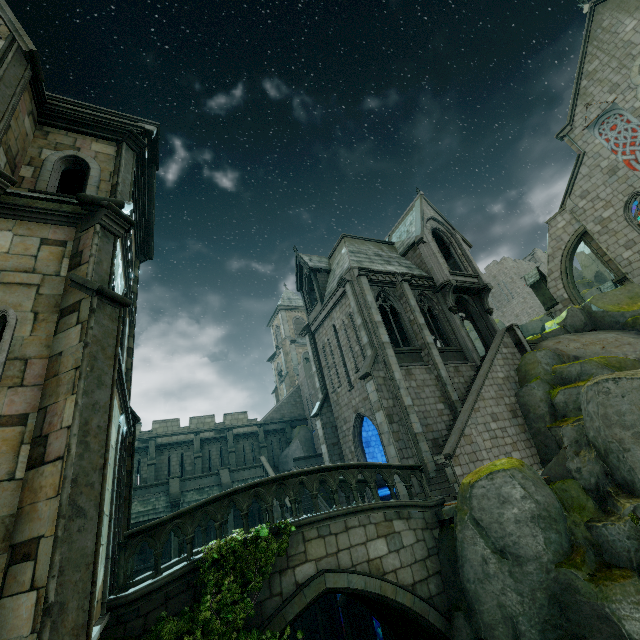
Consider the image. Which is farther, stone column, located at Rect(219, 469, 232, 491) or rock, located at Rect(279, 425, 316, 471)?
rock, located at Rect(279, 425, 316, 471)

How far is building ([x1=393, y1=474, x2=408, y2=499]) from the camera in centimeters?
1366cm

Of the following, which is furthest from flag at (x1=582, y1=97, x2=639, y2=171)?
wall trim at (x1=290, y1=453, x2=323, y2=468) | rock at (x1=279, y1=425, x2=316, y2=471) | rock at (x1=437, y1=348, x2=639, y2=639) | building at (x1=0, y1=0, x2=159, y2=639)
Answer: rock at (x1=279, y1=425, x2=316, y2=471)

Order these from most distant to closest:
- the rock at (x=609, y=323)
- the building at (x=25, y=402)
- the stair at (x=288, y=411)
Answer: the stair at (x=288, y=411)
the rock at (x=609, y=323)
the building at (x=25, y=402)

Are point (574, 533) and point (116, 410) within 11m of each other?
no

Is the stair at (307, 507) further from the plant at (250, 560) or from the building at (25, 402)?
the plant at (250, 560)

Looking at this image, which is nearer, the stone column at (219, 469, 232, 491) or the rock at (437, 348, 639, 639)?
the rock at (437, 348, 639, 639)

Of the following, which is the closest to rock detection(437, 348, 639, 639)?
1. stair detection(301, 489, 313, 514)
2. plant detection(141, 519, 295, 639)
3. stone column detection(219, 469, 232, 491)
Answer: plant detection(141, 519, 295, 639)
